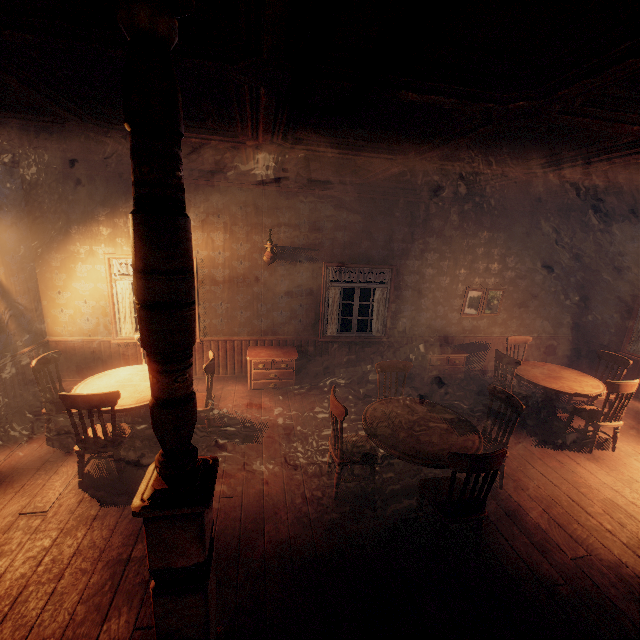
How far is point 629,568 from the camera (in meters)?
3.13

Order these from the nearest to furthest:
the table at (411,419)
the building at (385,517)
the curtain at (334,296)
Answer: the building at (385,517)
the table at (411,419)
the curtain at (334,296)

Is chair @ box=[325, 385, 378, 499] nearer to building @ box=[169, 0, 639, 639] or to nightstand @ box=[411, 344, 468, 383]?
building @ box=[169, 0, 639, 639]

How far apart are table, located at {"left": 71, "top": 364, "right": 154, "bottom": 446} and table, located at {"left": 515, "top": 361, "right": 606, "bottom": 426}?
6.1 meters

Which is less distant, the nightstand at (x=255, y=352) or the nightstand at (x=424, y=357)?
the nightstand at (x=255, y=352)

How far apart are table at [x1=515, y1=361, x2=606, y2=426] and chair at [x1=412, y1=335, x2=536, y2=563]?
2.0 meters

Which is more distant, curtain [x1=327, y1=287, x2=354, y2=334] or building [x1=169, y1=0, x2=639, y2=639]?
curtain [x1=327, y1=287, x2=354, y2=334]

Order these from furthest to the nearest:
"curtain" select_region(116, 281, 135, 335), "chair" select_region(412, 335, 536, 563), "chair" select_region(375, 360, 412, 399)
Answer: "curtain" select_region(116, 281, 135, 335), "chair" select_region(375, 360, 412, 399), "chair" select_region(412, 335, 536, 563)
